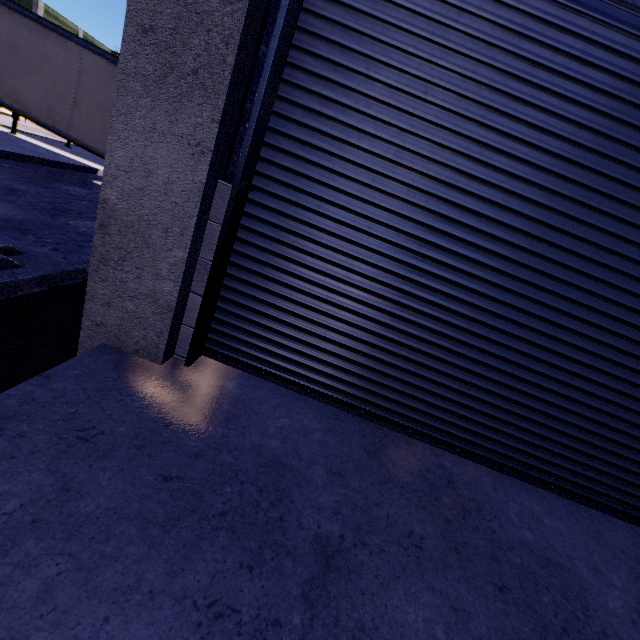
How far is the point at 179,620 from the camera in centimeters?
123cm

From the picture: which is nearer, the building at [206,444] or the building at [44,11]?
the building at [206,444]

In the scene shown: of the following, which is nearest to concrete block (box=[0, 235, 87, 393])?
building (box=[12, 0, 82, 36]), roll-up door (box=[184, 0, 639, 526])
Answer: building (box=[12, 0, 82, 36])

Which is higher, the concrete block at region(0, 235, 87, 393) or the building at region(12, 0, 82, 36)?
the building at region(12, 0, 82, 36)

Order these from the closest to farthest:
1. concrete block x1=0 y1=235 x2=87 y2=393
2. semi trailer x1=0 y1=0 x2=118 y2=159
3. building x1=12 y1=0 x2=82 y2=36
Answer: concrete block x1=0 y1=235 x2=87 y2=393, semi trailer x1=0 y1=0 x2=118 y2=159, building x1=12 y1=0 x2=82 y2=36

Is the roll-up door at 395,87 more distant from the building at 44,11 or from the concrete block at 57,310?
the concrete block at 57,310

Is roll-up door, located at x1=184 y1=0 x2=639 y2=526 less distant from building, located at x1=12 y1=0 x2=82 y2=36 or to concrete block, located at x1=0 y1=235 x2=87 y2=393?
building, located at x1=12 y1=0 x2=82 y2=36
